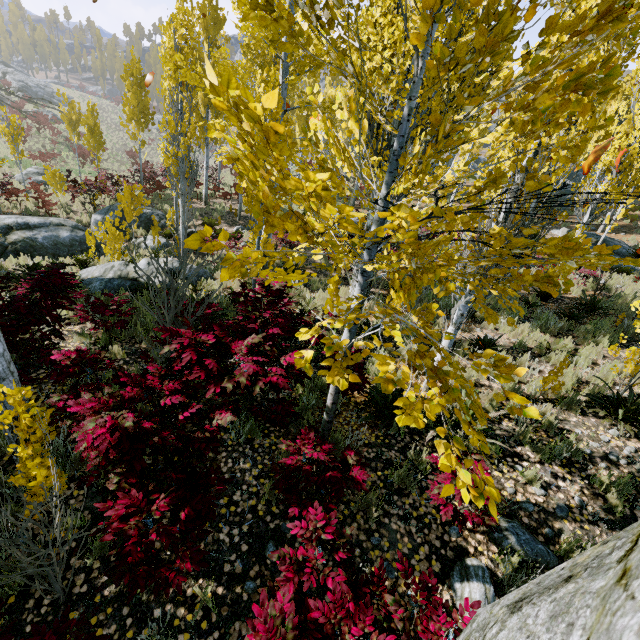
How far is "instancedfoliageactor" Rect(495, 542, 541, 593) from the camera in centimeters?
315cm

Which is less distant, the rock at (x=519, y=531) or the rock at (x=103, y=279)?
the rock at (x=519, y=531)

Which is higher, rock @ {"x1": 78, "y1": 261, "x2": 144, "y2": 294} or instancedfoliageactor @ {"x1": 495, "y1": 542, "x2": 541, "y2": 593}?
instancedfoliageactor @ {"x1": 495, "y1": 542, "x2": 541, "y2": 593}

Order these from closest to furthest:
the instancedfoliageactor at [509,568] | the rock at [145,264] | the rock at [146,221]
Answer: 1. the instancedfoliageactor at [509,568]
2. the rock at [145,264]
3. the rock at [146,221]

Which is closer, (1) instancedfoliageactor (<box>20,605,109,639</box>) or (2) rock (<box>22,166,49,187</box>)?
(1) instancedfoliageactor (<box>20,605,109,639</box>)

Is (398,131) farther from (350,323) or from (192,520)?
(192,520)

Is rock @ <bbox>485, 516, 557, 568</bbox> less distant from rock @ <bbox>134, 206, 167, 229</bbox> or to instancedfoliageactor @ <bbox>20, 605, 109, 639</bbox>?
instancedfoliageactor @ <bbox>20, 605, 109, 639</bbox>

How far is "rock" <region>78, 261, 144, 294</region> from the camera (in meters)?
8.23
